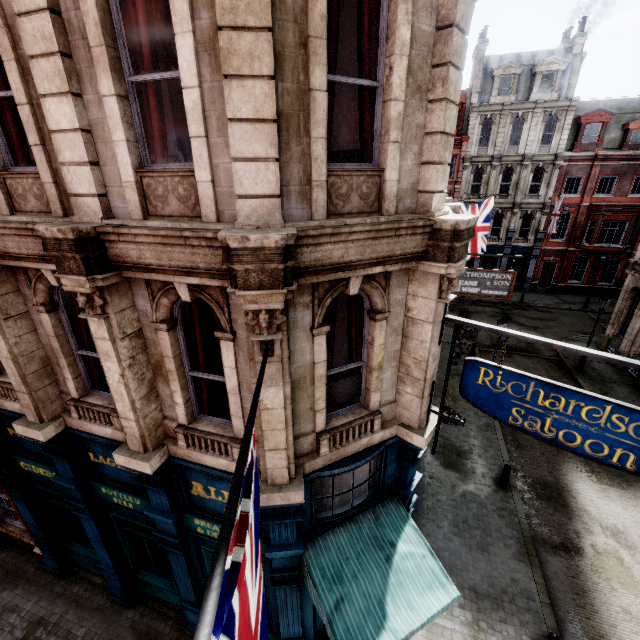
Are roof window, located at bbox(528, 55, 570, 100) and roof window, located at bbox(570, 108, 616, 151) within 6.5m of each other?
yes

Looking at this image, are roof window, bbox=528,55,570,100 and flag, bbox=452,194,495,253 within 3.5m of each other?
no

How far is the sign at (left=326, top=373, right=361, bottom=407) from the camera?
5.5 meters

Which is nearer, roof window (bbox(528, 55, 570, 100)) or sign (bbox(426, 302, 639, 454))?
sign (bbox(426, 302, 639, 454))

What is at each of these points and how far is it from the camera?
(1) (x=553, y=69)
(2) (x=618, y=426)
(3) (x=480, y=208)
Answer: (1) roof window, 26.67m
(2) sign, 4.15m
(3) flag, 17.47m

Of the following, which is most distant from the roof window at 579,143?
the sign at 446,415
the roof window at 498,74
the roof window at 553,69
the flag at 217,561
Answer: the flag at 217,561

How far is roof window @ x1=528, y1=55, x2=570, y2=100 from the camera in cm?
2642

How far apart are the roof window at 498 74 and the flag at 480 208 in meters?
18.3
